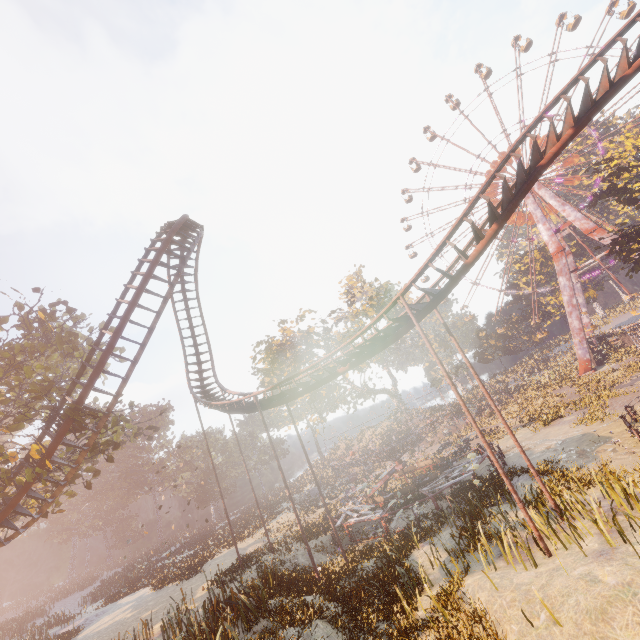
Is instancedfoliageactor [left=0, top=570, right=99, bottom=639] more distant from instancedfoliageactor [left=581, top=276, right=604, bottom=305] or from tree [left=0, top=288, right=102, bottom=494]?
instancedfoliageactor [left=581, top=276, right=604, bottom=305]

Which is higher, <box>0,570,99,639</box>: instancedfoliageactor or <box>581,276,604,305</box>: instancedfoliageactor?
<box>581,276,604,305</box>: instancedfoliageactor

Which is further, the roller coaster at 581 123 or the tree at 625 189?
the tree at 625 189

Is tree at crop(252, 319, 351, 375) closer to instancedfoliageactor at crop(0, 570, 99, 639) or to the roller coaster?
instancedfoliageactor at crop(0, 570, 99, 639)

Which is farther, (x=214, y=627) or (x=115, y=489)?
(x=115, y=489)

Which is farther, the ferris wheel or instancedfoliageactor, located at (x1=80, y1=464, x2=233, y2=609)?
the ferris wheel

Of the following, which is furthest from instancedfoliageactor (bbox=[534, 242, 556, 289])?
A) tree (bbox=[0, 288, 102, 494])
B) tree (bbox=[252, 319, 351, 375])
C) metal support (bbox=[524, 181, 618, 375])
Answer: tree (bbox=[0, 288, 102, 494])

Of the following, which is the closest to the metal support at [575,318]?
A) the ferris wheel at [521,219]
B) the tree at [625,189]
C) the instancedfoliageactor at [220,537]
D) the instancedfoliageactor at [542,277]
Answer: the ferris wheel at [521,219]
